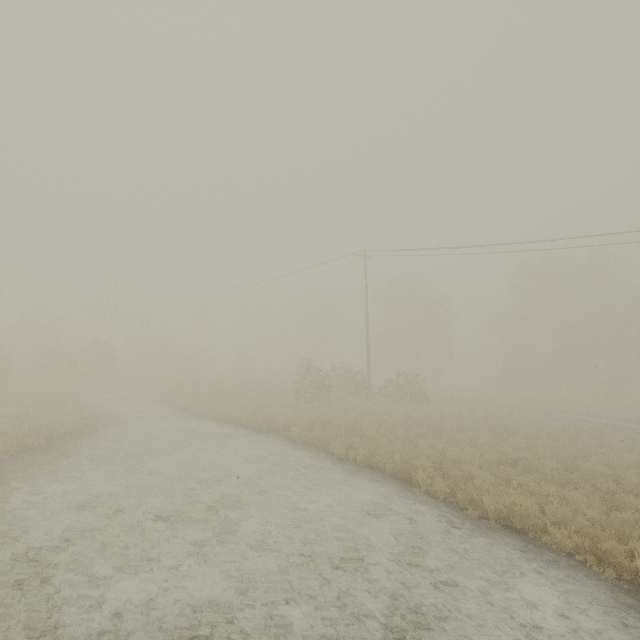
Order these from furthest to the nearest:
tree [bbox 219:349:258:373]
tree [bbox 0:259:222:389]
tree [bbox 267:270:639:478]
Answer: tree [bbox 219:349:258:373] → tree [bbox 0:259:222:389] → tree [bbox 267:270:639:478]

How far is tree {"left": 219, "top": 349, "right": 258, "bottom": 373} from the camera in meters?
43.5 m

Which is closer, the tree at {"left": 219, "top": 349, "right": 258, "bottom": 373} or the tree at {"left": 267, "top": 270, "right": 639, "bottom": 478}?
the tree at {"left": 267, "top": 270, "right": 639, "bottom": 478}

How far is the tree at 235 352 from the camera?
43.47m

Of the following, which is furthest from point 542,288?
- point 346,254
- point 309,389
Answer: point 309,389

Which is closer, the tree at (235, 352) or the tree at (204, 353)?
the tree at (204, 353)

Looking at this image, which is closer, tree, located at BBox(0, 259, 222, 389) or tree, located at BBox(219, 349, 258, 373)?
tree, located at BBox(0, 259, 222, 389)
